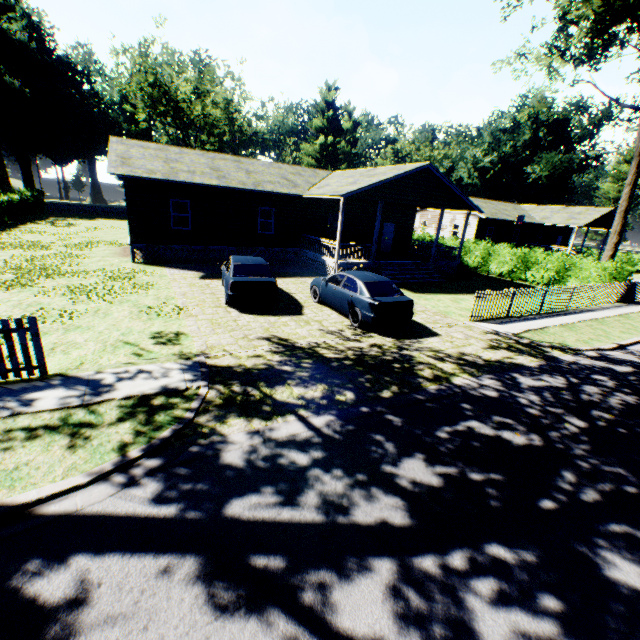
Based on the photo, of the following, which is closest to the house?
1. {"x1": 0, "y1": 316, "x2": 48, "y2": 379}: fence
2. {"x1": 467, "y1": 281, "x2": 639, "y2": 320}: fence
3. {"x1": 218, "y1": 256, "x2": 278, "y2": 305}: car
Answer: {"x1": 218, "y1": 256, "x2": 278, "y2": 305}: car

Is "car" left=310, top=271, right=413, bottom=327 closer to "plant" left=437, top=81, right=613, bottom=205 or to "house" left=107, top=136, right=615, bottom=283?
"house" left=107, top=136, right=615, bottom=283

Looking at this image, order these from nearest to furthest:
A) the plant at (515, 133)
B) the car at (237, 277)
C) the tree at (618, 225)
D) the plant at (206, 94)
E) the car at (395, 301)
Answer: the car at (395, 301) → the car at (237, 277) → the tree at (618, 225) → the plant at (206, 94) → the plant at (515, 133)

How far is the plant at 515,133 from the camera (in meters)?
47.78

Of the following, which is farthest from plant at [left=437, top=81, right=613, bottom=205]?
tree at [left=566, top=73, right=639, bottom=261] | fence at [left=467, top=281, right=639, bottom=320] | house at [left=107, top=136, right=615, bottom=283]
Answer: house at [left=107, top=136, right=615, bottom=283]

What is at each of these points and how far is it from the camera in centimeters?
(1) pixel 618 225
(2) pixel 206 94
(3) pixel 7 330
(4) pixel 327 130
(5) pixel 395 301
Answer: (1) tree, 2009cm
(2) plant, 4344cm
(3) fence, 601cm
(4) plant, 5709cm
(5) car, 1035cm

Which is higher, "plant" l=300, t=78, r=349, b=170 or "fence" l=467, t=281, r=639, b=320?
"plant" l=300, t=78, r=349, b=170

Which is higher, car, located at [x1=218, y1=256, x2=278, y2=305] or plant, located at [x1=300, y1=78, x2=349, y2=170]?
plant, located at [x1=300, y1=78, x2=349, y2=170]
